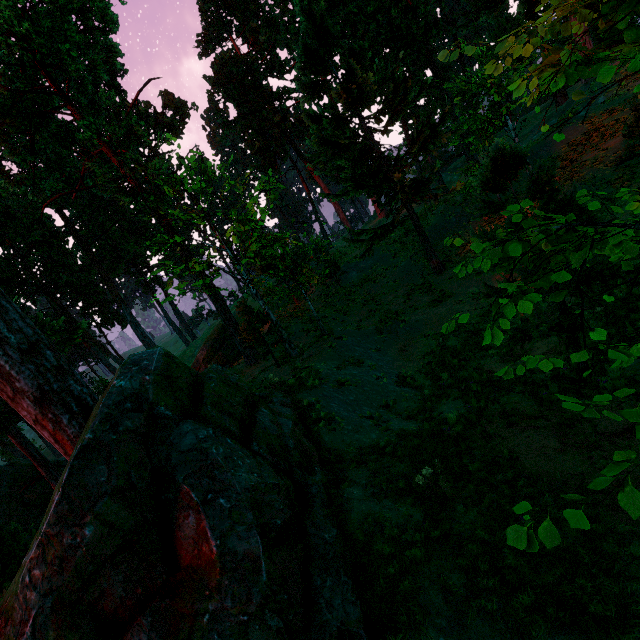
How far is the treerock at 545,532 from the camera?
1.48m

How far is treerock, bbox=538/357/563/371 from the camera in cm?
255

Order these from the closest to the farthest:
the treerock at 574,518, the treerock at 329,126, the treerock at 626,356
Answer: the treerock at 574,518 < the treerock at 626,356 < the treerock at 329,126

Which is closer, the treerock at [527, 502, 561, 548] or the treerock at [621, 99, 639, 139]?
the treerock at [527, 502, 561, 548]

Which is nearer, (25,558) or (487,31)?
(25,558)

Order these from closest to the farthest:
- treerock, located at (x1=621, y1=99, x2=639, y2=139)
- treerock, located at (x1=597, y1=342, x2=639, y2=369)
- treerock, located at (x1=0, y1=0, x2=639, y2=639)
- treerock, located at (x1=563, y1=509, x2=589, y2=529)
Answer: treerock, located at (x1=563, y1=509, x2=589, y2=529) → treerock, located at (x1=597, y1=342, x2=639, y2=369) → treerock, located at (x1=0, y1=0, x2=639, y2=639) → treerock, located at (x1=621, y1=99, x2=639, y2=139)
